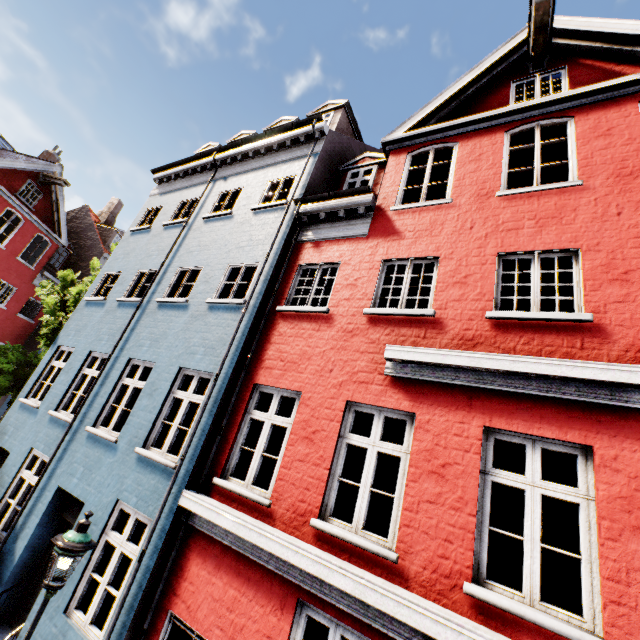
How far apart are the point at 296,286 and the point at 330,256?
1.0m
